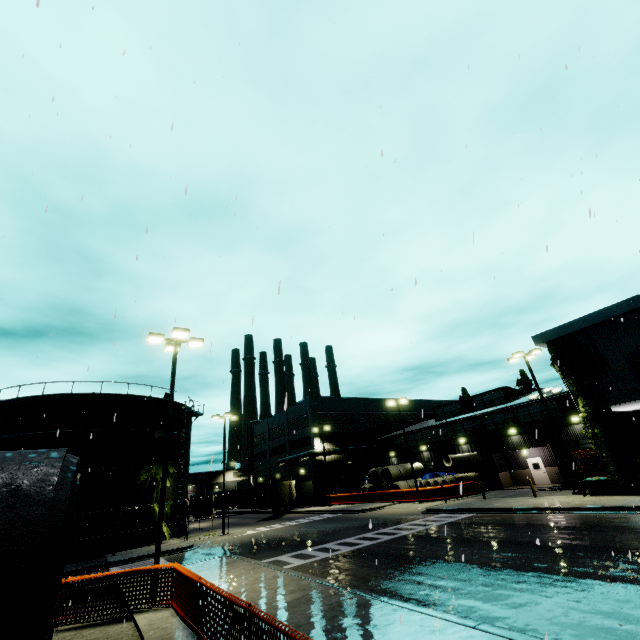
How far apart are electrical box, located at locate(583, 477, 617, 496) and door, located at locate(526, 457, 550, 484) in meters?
12.4

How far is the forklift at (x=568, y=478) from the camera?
26.45m

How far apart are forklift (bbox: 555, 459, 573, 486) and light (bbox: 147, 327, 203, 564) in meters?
30.5 m

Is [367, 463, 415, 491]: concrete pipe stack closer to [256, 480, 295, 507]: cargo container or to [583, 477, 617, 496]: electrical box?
[256, 480, 295, 507]: cargo container

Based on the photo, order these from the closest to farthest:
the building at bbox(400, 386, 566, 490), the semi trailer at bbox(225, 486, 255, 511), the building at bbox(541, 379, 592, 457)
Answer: the building at bbox(541, 379, 592, 457) < the building at bbox(400, 386, 566, 490) < the semi trailer at bbox(225, 486, 255, 511)

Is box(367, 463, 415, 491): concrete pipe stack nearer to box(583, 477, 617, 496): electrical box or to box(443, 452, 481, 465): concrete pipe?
box(443, 452, 481, 465): concrete pipe

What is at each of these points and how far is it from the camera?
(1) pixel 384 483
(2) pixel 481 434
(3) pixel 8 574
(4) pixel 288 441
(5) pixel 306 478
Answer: (1) concrete pipe stack, 37.9 meters
(2) building, 36.2 meters
(3) concrete pipe stack, 2.4 meters
(4) building, 53.3 meters
(5) roll-up door, 48.2 meters

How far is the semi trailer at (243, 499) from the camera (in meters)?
51.81
